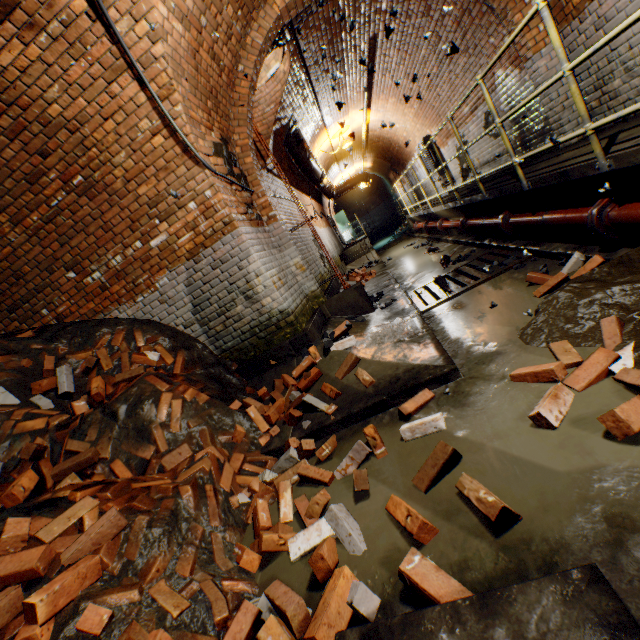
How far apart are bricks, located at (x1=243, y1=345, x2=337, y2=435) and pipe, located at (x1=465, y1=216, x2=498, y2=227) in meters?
3.3 m

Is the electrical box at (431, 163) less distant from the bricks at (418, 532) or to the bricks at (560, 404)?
the bricks at (560, 404)

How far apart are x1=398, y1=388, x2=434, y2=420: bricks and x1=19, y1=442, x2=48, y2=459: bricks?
3.15m

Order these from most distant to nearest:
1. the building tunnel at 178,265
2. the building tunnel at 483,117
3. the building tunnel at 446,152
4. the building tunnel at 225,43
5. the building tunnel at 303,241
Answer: the building tunnel at 446,152
the building tunnel at 303,241
the building tunnel at 483,117
the building tunnel at 225,43
the building tunnel at 178,265

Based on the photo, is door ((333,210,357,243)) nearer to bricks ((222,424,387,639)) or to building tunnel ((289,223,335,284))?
building tunnel ((289,223,335,284))

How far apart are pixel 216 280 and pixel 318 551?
3.39m

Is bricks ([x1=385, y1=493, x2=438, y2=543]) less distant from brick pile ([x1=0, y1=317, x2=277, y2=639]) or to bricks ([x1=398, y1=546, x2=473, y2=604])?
bricks ([x1=398, y1=546, x2=473, y2=604])

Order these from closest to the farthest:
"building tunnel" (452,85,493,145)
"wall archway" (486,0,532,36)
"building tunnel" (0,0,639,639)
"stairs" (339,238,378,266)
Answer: "building tunnel" (0,0,639,639)
"wall archway" (486,0,532,36)
"building tunnel" (452,85,493,145)
"stairs" (339,238,378,266)
